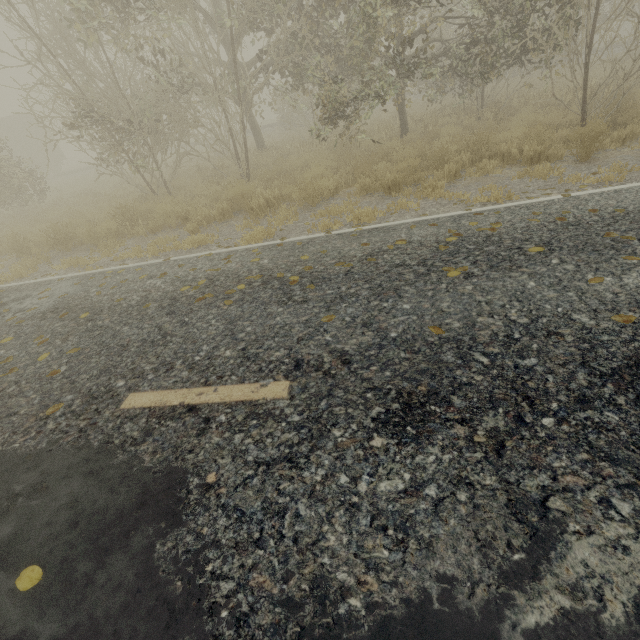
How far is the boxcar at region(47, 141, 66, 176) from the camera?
28.92m

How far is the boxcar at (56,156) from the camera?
28.92m

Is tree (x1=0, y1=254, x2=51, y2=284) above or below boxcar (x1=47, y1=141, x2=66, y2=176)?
below

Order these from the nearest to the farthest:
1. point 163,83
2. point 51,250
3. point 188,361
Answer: point 188,361, point 51,250, point 163,83

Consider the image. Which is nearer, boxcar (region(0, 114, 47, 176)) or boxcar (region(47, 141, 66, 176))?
boxcar (region(0, 114, 47, 176))

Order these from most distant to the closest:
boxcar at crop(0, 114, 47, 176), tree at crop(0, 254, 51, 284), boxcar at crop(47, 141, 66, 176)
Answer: boxcar at crop(47, 141, 66, 176)
boxcar at crop(0, 114, 47, 176)
tree at crop(0, 254, 51, 284)

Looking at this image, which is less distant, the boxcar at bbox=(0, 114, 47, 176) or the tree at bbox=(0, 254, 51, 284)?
the tree at bbox=(0, 254, 51, 284)

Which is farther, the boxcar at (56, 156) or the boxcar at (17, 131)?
the boxcar at (56, 156)
